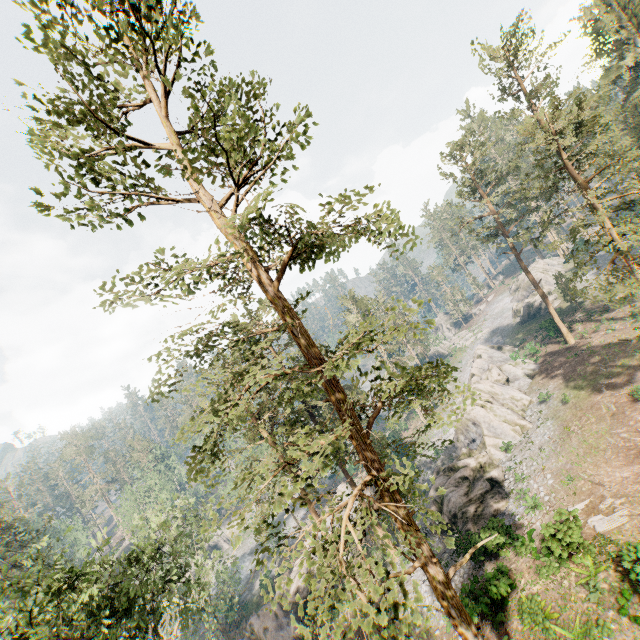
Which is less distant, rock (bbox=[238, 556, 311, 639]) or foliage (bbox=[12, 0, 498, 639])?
foliage (bbox=[12, 0, 498, 639])

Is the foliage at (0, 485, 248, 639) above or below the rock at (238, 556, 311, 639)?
above

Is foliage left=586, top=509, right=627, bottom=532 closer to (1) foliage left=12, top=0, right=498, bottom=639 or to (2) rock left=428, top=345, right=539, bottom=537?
(1) foliage left=12, top=0, right=498, bottom=639

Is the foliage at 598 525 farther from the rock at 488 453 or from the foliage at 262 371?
the rock at 488 453

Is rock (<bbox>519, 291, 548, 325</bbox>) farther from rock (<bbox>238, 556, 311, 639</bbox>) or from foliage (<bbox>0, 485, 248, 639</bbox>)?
rock (<bbox>238, 556, 311, 639</bbox>)

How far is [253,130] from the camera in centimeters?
817cm

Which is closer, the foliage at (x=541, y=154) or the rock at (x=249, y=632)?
the foliage at (x=541, y=154)

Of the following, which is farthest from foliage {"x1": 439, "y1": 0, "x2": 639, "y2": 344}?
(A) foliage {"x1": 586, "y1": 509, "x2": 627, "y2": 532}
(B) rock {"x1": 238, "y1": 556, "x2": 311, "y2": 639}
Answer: (A) foliage {"x1": 586, "y1": 509, "x2": 627, "y2": 532}
